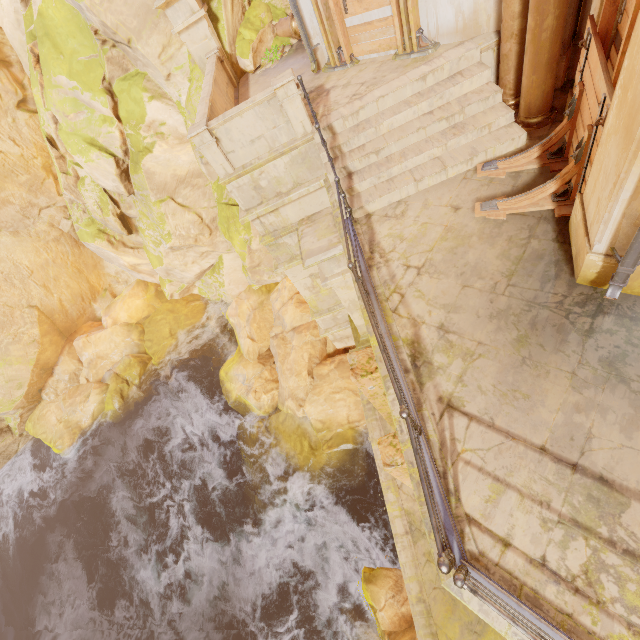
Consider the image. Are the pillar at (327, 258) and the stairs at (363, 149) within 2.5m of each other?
yes

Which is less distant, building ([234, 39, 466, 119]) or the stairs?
the stairs

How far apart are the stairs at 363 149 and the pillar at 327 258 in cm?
149

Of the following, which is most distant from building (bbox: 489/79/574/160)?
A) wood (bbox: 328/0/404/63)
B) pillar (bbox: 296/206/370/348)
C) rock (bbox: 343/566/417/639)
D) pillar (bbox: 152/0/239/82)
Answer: pillar (bbox: 152/0/239/82)

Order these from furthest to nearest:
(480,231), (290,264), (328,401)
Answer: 1. (328,401)
2. (290,264)
3. (480,231)

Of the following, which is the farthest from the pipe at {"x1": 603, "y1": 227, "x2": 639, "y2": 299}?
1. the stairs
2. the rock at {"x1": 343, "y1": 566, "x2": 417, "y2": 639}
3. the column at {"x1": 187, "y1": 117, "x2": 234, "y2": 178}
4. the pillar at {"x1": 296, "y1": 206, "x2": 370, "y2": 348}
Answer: the rock at {"x1": 343, "y1": 566, "x2": 417, "y2": 639}

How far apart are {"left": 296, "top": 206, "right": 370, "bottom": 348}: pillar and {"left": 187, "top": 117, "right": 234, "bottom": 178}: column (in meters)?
3.02

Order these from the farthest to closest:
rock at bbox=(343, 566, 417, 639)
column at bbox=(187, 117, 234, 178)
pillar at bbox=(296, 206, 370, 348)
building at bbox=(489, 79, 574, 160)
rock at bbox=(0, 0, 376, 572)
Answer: rock at bbox=(0, 0, 376, 572) < rock at bbox=(343, 566, 417, 639) < pillar at bbox=(296, 206, 370, 348) < column at bbox=(187, 117, 234, 178) < building at bbox=(489, 79, 574, 160)
